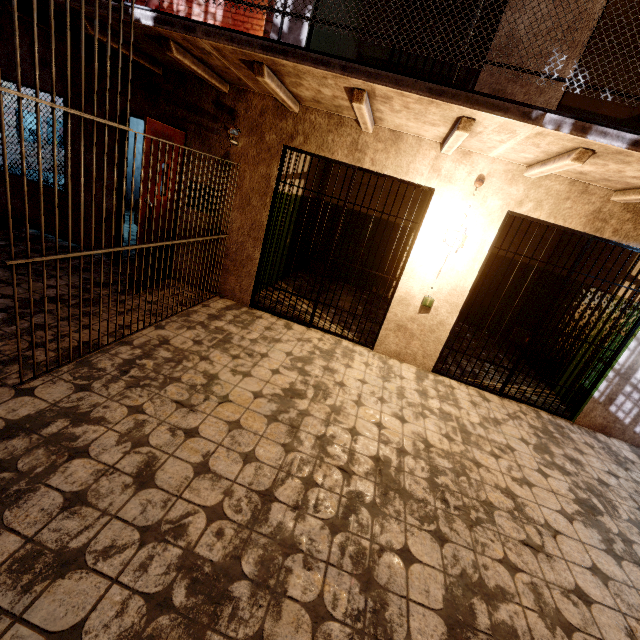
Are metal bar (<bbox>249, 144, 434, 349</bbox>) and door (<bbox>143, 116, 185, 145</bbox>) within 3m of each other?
yes

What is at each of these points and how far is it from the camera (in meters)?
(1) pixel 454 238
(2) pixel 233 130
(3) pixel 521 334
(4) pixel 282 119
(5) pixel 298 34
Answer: (1) light fixture, 3.96
(2) camera, 4.07
(3) metal bar, 4.37
(4) building, 4.20
(5) building, 3.88

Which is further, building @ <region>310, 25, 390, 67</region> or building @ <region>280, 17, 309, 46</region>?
building @ <region>310, 25, 390, 67</region>

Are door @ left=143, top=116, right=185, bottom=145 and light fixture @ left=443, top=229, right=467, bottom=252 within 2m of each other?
no

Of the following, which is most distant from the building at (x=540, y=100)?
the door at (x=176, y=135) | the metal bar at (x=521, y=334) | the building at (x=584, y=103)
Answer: Result: the door at (x=176, y=135)

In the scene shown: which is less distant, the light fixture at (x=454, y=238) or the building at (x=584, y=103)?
the light fixture at (x=454, y=238)

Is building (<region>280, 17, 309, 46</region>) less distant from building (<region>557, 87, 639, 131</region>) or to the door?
building (<region>557, 87, 639, 131</region>)

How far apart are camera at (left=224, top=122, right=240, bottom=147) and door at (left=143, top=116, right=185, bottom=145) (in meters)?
0.49
